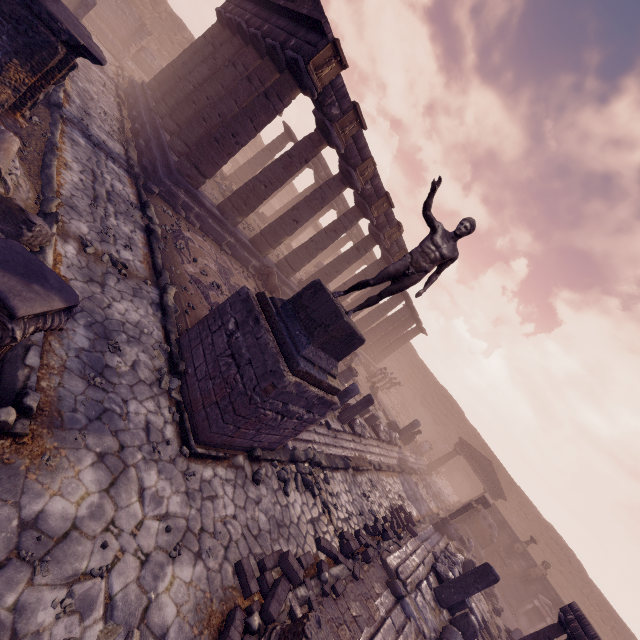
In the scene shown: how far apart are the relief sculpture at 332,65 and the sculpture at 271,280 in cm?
684

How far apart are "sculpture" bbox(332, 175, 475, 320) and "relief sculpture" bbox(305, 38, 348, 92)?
7.81m

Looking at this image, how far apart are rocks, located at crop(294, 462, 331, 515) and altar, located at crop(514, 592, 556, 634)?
19.27m

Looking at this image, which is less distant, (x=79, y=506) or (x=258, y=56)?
(x=79, y=506)

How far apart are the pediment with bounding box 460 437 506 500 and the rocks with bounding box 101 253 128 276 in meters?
25.3 m

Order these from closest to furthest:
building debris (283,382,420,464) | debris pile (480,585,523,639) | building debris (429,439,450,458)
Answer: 1. building debris (283,382,420,464)
2. debris pile (480,585,523,639)
3. building debris (429,439,450,458)

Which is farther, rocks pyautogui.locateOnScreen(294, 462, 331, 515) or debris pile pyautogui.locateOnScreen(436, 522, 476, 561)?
debris pile pyautogui.locateOnScreen(436, 522, 476, 561)

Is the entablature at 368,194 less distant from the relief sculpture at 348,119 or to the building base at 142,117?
the relief sculpture at 348,119
